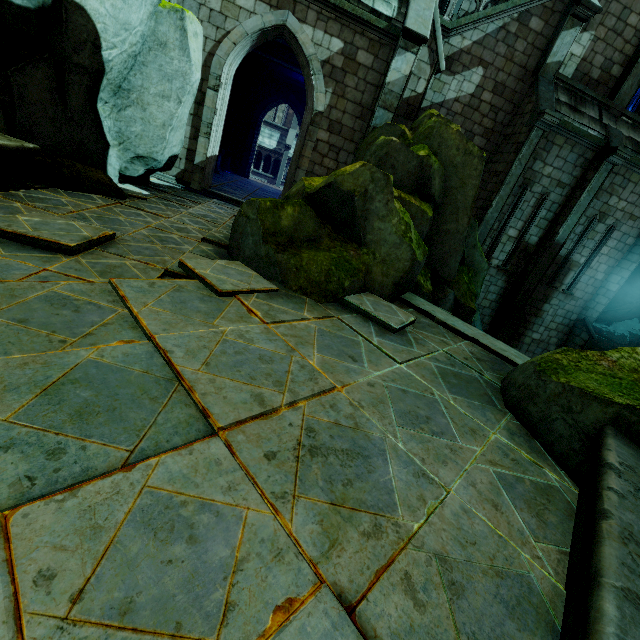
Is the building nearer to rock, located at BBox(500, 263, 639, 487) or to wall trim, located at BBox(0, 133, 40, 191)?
rock, located at BBox(500, 263, 639, 487)

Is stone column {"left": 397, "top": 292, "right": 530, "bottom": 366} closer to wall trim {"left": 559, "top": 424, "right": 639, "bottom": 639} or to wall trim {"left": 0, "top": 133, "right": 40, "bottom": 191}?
wall trim {"left": 559, "top": 424, "right": 639, "bottom": 639}

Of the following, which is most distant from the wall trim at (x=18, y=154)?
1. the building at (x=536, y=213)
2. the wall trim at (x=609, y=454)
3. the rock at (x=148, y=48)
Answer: the building at (x=536, y=213)

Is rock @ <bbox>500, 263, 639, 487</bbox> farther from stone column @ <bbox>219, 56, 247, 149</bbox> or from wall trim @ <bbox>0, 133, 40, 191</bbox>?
stone column @ <bbox>219, 56, 247, 149</bbox>

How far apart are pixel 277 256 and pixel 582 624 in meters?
4.9

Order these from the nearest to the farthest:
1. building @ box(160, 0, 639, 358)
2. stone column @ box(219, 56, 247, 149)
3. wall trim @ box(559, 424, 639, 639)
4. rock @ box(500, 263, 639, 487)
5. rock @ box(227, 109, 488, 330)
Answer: wall trim @ box(559, 424, 639, 639) < rock @ box(500, 263, 639, 487) < rock @ box(227, 109, 488, 330) < building @ box(160, 0, 639, 358) < stone column @ box(219, 56, 247, 149)

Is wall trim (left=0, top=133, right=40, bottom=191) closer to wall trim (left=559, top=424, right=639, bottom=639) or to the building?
wall trim (left=559, top=424, right=639, bottom=639)

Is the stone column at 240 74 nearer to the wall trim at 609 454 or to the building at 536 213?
the building at 536 213
